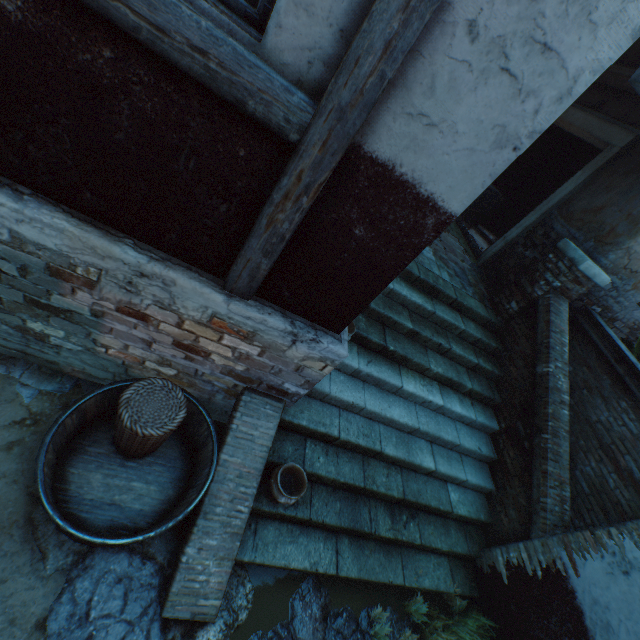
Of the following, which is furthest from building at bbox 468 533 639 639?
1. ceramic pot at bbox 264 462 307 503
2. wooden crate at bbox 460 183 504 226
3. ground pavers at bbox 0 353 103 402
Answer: wooden crate at bbox 460 183 504 226

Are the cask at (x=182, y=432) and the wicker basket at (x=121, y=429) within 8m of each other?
yes

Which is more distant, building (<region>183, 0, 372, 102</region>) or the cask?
the cask

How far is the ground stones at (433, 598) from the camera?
4.0 meters

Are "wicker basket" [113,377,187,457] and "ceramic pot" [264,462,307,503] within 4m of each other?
yes

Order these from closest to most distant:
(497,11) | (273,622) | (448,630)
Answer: (497,11) < (273,622) < (448,630)

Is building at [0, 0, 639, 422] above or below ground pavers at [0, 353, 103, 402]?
above

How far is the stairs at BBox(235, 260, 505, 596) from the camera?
3.5 meters
